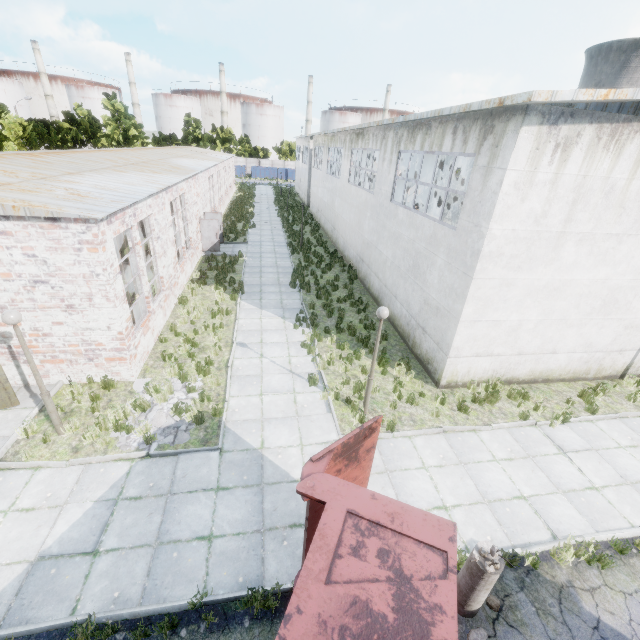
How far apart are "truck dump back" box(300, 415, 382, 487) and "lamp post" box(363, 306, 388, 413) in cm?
321

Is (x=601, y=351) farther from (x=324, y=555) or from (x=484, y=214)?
(x=324, y=555)

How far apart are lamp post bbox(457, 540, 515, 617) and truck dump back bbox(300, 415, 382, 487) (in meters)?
1.79

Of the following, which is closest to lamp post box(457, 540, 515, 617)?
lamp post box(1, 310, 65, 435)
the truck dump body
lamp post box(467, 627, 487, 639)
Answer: lamp post box(467, 627, 487, 639)

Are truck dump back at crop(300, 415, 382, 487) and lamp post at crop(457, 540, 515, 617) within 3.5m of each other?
yes

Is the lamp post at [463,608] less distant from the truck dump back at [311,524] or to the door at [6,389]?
the truck dump back at [311,524]

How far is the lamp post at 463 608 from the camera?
4.8m

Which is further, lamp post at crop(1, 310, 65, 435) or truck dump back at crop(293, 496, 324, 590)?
lamp post at crop(1, 310, 65, 435)
